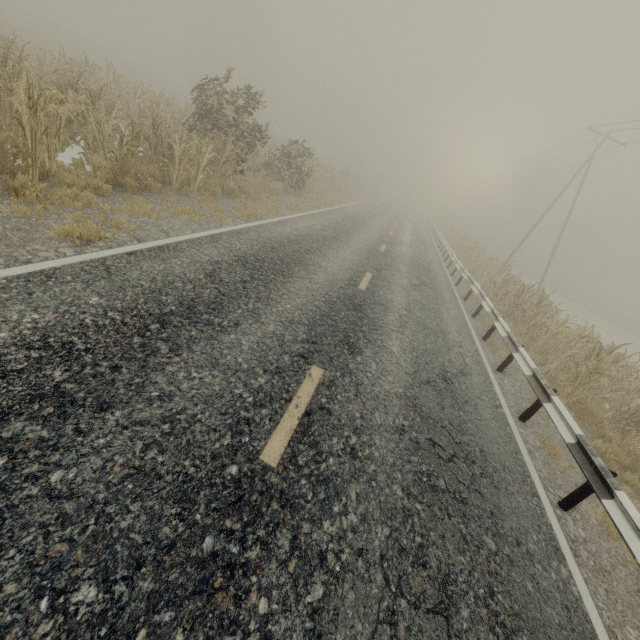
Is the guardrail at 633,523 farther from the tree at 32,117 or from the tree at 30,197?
the tree at 32,117

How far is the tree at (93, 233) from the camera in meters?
4.9

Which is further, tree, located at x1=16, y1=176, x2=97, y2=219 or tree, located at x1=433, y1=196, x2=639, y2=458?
tree, located at x1=433, y1=196, x2=639, y2=458

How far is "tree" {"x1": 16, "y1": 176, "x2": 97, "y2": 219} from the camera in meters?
5.3 m

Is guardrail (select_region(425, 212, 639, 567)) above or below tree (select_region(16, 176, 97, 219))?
above

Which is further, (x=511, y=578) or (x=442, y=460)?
(x=442, y=460)

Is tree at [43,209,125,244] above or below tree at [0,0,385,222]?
below
